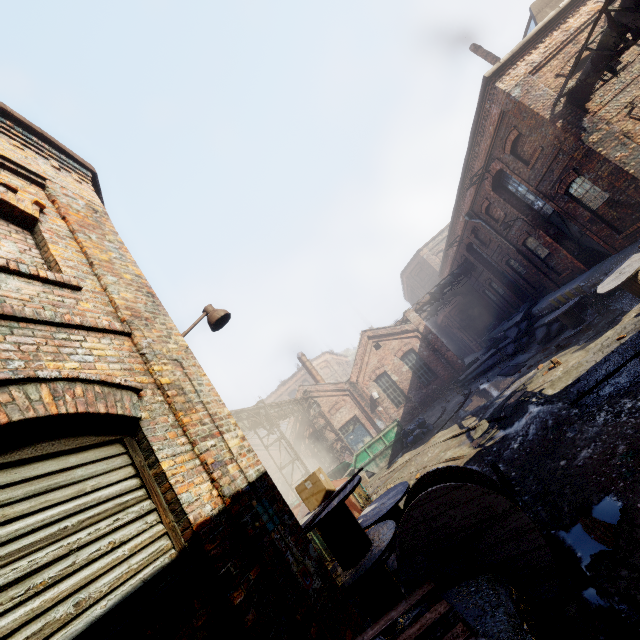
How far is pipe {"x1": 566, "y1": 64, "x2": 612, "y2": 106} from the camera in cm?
939

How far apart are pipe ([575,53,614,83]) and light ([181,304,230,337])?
11.2m

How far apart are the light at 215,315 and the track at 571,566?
4.8 meters

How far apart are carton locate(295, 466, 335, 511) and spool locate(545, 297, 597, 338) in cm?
1205

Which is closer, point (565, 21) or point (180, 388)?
point (180, 388)

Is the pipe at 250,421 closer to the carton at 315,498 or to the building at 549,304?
the carton at 315,498

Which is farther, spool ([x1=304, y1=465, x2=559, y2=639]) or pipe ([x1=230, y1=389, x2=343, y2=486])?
pipe ([x1=230, y1=389, x2=343, y2=486])

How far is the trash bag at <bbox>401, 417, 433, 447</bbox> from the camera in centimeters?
1578cm
